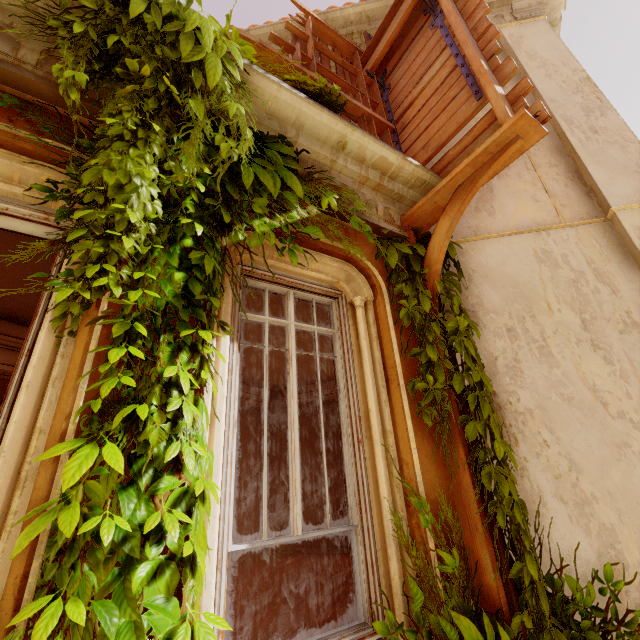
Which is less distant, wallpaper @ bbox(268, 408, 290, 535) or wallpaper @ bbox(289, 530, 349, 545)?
wallpaper @ bbox(289, 530, 349, 545)

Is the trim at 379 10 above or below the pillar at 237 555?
above

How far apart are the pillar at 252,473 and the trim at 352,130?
5.76m

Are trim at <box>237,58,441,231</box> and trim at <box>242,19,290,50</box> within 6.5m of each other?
yes

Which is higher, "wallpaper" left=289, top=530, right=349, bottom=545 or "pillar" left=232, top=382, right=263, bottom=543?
"pillar" left=232, top=382, right=263, bottom=543

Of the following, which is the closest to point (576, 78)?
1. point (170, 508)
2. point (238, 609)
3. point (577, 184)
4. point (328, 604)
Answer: point (577, 184)

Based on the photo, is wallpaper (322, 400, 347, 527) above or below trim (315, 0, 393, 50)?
below

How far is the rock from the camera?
6.9m
